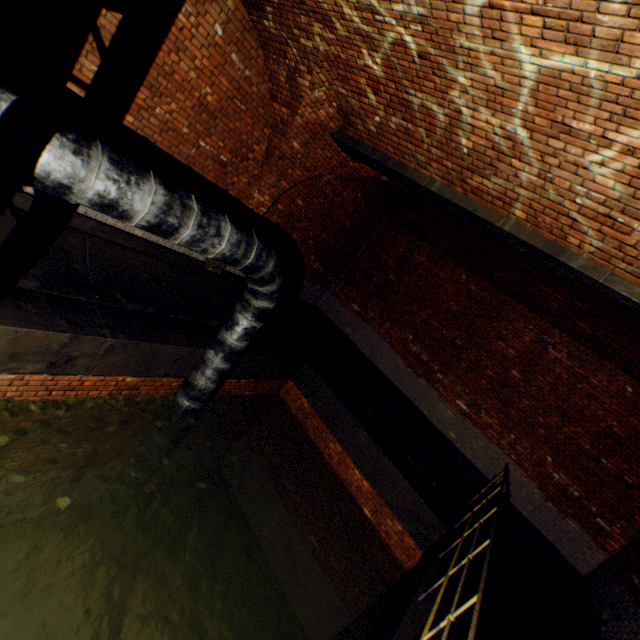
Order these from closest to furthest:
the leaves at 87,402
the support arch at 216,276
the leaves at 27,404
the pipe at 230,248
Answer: the pipe at 230,248
the leaves at 27,404
the leaves at 87,402
the support arch at 216,276

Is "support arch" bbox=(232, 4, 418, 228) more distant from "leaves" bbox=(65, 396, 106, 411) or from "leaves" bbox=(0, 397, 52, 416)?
"leaves" bbox=(0, 397, 52, 416)

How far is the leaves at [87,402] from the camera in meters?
4.6 m

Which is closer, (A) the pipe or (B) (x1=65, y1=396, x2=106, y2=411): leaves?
(A) the pipe

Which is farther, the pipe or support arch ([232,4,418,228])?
support arch ([232,4,418,228])

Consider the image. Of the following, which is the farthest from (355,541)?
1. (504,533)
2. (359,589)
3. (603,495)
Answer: (603,495)

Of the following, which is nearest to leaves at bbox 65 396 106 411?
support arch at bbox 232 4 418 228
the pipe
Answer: the pipe

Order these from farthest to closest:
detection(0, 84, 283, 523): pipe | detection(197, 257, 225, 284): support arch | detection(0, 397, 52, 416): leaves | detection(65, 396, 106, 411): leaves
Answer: detection(197, 257, 225, 284): support arch, detection(65, 396, 106, 411): leaves, detection(0, 397, 52, 416): leaves, detection(0, 84, 283, 523): pipe
